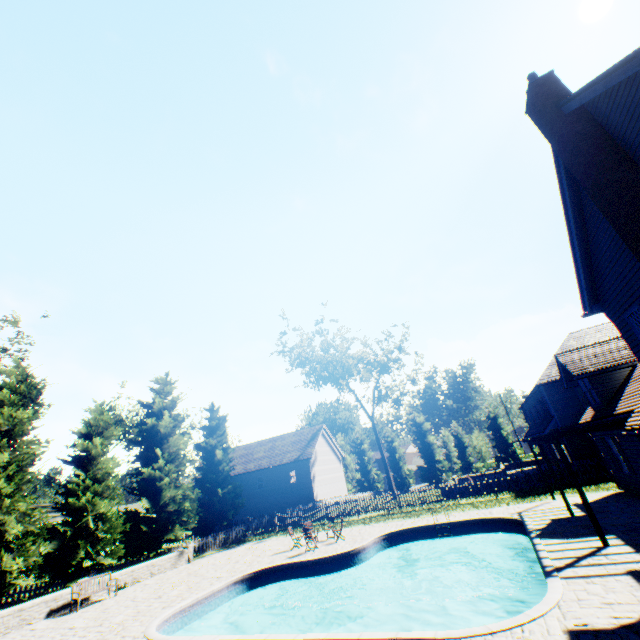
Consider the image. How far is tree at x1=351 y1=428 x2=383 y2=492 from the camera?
53.3m

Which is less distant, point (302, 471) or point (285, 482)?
point (302, 471)

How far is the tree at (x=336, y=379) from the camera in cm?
3631

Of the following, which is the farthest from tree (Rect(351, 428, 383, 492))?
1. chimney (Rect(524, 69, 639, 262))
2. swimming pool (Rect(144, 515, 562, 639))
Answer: chimney (Rect(524, 69, 639, 262))

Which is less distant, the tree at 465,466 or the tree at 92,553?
the tree at 92,553

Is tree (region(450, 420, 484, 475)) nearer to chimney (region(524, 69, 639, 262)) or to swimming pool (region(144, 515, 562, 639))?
swimming pool (region(144, 515, 562, 639))

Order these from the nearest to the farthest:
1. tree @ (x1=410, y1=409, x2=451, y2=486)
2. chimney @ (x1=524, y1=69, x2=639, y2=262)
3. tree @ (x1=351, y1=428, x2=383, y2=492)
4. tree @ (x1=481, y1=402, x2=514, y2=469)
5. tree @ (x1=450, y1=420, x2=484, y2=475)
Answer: chimney @ (x1=524, y1=69, x2=639, y2=262) < tree @ (x1=481, y1=402, x2=514, y2=469) < tree @ (x1=450, y1=420, x2=484, y2=475) < tree @ (x1=410, y1=409, x2=451, y2=486) < tree @ (x1=351, y1=428, x2=383, y2=492)
